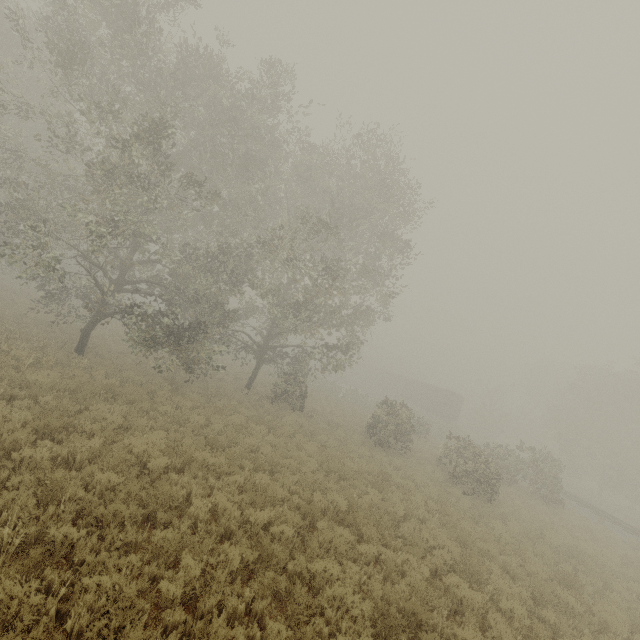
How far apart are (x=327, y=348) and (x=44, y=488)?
14.51m

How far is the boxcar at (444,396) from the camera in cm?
4353

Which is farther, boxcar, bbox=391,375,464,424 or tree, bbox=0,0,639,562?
boxcar, bbox=391,375,464,424

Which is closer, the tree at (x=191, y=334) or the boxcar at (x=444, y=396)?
the tree at (x=191, y=334)

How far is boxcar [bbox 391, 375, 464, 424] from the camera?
43.53m
